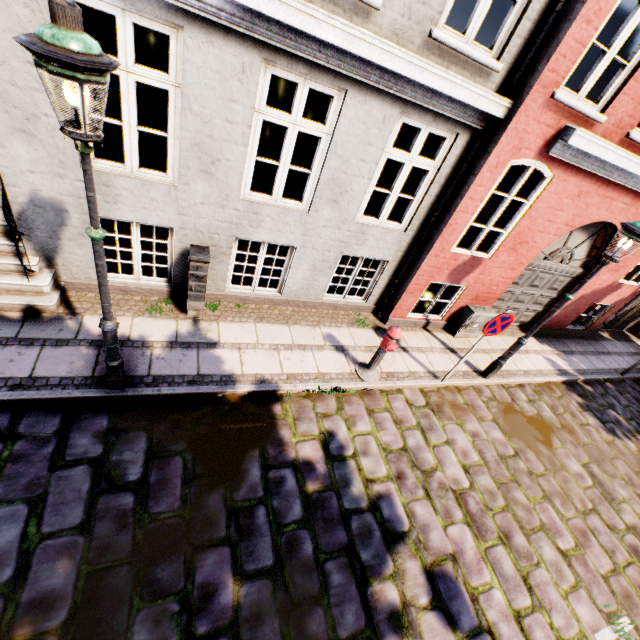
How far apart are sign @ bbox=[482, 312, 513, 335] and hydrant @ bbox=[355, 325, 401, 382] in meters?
1.4

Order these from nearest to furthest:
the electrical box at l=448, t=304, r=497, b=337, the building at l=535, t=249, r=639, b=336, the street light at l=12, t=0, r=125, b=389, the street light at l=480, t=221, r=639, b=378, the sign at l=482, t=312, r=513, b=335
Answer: the street light at l=12, t=0, r=125, b=389 → the street light at l=480, t=221, r=639, b=378 → the sign at l=482, t=312, r=513, b=335 → the electrical box at l=448, t=304, r=497, b=337 → the building at l=535, t=249, r=639, b=336

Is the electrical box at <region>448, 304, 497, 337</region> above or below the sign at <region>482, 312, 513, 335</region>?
below

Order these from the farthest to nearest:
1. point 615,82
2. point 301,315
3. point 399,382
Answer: point 301,315 → point 399,382 → point 615,82

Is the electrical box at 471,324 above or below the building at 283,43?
below

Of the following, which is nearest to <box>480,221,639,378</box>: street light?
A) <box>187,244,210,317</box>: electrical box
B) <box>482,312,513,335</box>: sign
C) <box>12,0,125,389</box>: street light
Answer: <box>482,312,513,335</box>: sign

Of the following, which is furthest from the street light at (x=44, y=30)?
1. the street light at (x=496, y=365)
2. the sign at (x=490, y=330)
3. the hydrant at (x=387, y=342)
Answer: the street light at (x=496, y=365)

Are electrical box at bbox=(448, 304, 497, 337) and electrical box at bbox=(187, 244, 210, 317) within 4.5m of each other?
no
